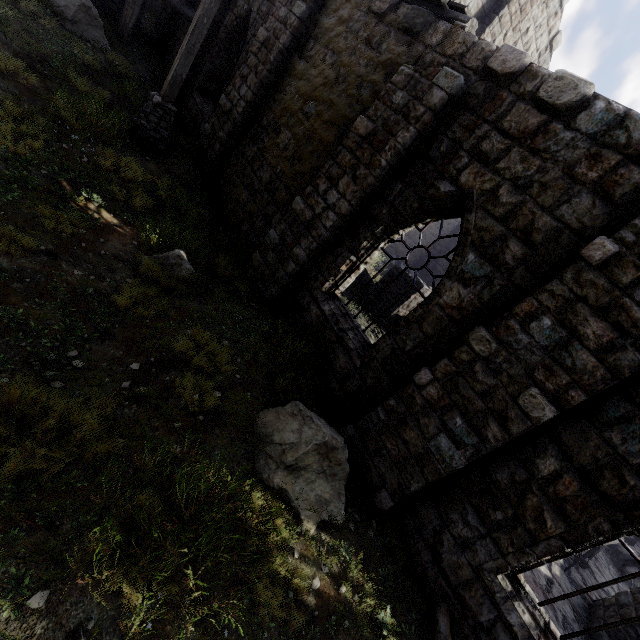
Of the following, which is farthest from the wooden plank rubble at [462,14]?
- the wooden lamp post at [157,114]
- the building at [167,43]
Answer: the wooden lamp post at [157,114]

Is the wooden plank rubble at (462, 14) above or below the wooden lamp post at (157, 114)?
above

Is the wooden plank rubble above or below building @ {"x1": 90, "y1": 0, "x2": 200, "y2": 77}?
above

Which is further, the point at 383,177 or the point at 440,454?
the point at 383,177

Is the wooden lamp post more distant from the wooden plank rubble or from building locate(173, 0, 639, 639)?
the wooden plank rubble

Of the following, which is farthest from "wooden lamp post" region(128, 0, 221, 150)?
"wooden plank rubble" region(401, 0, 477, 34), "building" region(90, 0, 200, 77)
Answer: "wooden plank rubble" region(401, 0, 477, 34)

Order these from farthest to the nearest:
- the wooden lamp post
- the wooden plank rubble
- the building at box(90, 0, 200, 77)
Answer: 1. the building at box(90, 0, 200, 77)
2. the wooden lamp post
3. the wooden plank rubble
